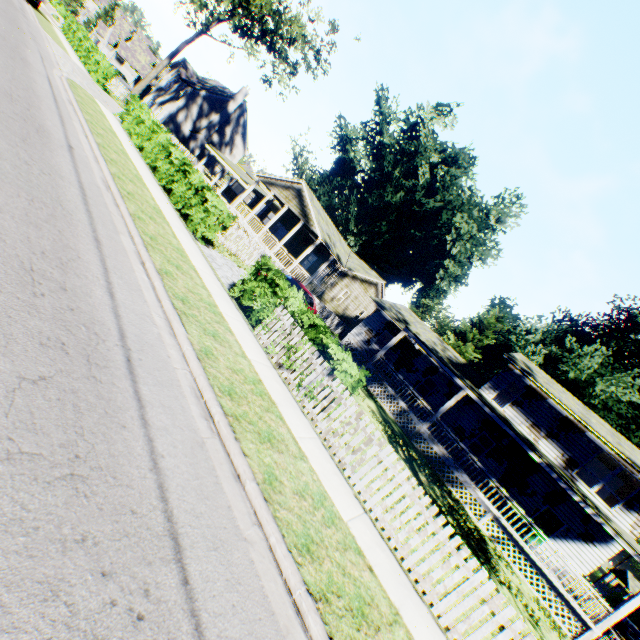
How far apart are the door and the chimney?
51.41m

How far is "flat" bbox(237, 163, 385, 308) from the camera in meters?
24.1

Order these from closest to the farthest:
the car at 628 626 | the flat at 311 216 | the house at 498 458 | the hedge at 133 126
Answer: the hedge at 133 126
the house at 498 458
the flat at 311 216
the car at 628 626

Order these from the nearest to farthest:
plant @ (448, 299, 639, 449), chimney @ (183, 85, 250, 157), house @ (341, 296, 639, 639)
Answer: house @ (341, 296, 639, 639) < plant @ (448, 299, 639, 449) < chimney @ (183, 85, 250, 157)

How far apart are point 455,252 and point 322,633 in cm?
5028

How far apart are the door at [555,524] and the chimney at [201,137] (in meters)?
51.41

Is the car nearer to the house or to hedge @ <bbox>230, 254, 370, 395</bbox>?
the house

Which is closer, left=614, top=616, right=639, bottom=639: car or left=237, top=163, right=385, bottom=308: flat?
left=237, top=163, right=385, bottom=308: flat
